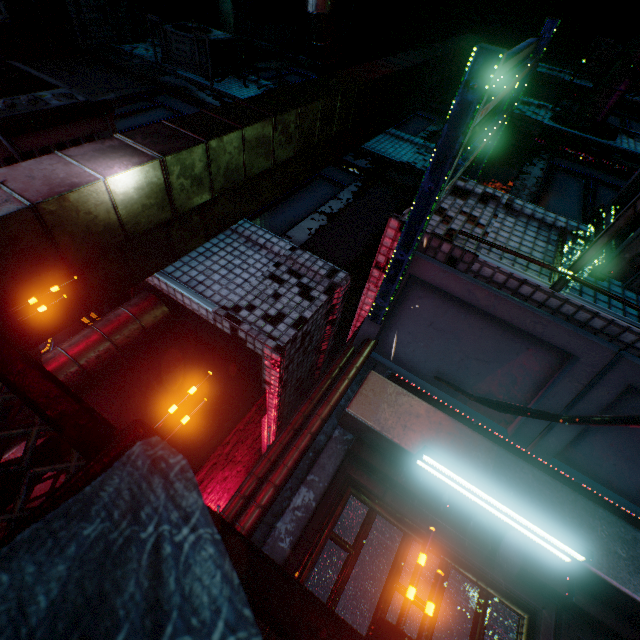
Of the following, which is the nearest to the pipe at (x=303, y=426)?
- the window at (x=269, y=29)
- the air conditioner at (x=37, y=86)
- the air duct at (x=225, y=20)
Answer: the air conditioner at (x=37, y=86)

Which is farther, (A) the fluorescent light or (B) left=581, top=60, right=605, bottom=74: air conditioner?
(B) left=581, top=60, right=605, bottom=74: air conditioner

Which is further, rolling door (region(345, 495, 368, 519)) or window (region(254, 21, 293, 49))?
window (region(254, 21, 293, 49))

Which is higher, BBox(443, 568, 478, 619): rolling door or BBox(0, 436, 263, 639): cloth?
BBox(443, 568, 478, 619): rolling door

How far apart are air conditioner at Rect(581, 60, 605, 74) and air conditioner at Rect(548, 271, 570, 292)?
5.3m

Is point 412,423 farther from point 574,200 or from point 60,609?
point 574,200

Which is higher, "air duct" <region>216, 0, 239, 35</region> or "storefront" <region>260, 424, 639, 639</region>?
"air duct" <region>216, 0, 239, 35</region>

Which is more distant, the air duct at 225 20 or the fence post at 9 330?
the air duct at 225 20
